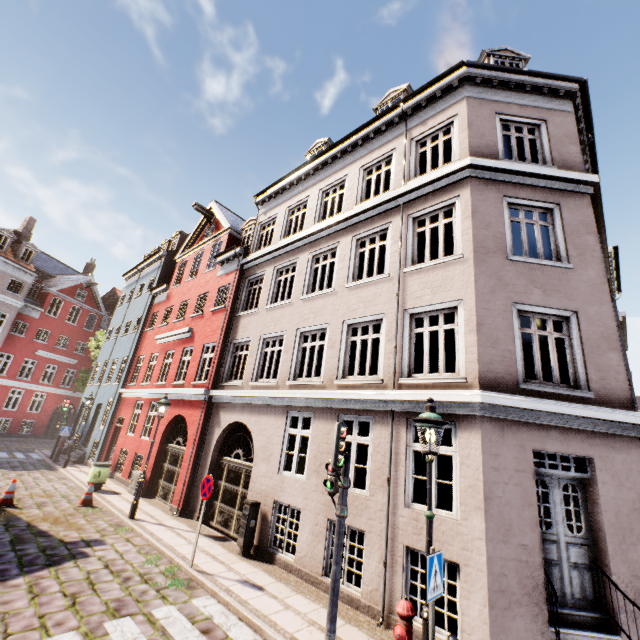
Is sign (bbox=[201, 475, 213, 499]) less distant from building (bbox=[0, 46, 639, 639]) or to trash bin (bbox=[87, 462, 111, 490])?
building (bbox=[0, 46, 639, 639])

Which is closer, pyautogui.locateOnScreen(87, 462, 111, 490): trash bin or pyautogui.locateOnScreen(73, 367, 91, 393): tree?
pyautogui.locateOnScreen(87, 462, 111, 490): trash bin

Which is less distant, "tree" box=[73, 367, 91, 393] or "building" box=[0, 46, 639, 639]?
"building" box=[0, 46, 639, 639]

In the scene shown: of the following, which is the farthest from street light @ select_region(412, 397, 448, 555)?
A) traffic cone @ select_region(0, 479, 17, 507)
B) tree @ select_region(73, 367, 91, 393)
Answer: tree @ select_region(73, 367, 91, 393)

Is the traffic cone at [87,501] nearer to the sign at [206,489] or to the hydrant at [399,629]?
the sign at [206,489]

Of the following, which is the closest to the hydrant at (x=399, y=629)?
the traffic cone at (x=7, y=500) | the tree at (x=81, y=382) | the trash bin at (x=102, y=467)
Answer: the traffic cone at (x=7, y=500)

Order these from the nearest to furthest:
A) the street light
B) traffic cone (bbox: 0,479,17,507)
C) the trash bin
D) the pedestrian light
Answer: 1. the street light
2. the pedestrian light
3. traffic cone (bbox: 0,479,17,507)
4. the trash bin

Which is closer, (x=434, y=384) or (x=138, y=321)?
(x=434, y=384)
